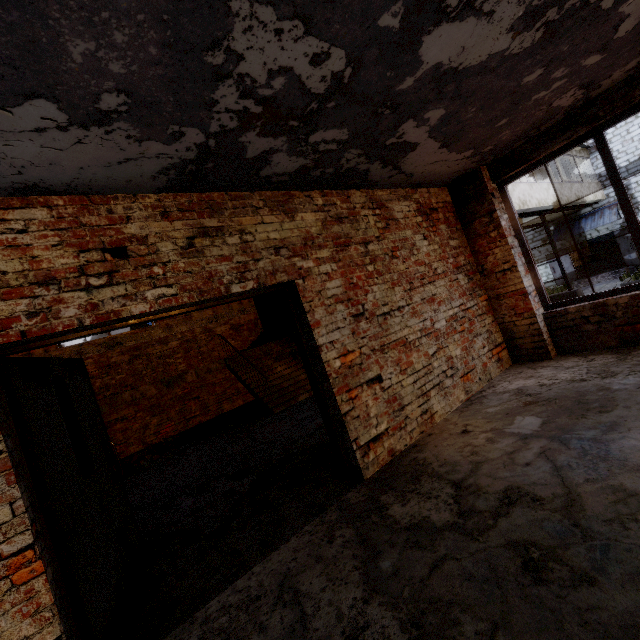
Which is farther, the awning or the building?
the awning

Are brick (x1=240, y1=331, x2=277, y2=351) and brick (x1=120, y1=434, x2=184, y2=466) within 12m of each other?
yes

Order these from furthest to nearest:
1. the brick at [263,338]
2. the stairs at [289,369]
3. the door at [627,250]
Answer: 1. the door at [627,250]
2. the brick at [263,338]
3. the stairs at [289,369]

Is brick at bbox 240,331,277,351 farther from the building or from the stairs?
the building

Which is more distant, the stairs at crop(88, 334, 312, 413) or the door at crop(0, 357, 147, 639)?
the stairs at crop(88, 334, 312, 413)

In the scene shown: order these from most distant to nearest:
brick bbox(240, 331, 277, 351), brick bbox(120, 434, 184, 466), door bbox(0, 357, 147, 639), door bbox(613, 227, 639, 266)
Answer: door bbox(613, 227, 639, 266), brick bbox(240, 331, 277, 351), brick bbox(120, 434, 184, 466), door bbox(0, 357, 147, 639)

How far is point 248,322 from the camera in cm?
1262

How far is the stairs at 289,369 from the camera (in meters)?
8.47
